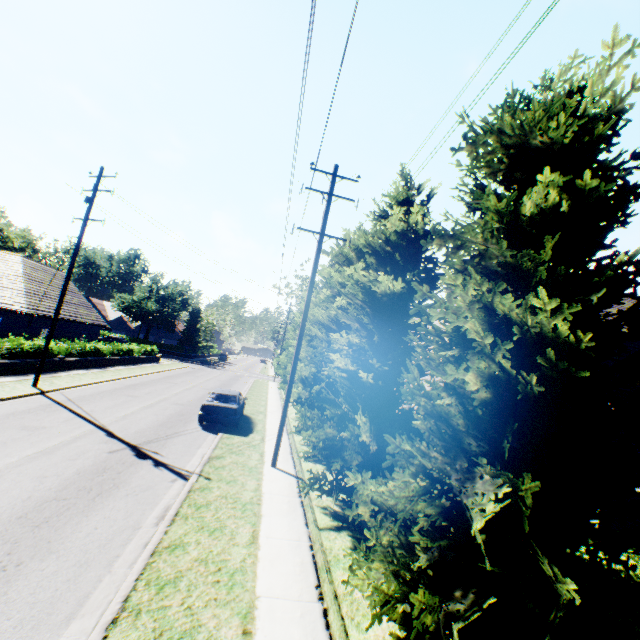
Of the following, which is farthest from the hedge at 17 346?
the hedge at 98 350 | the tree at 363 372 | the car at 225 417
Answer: the car at 225 417

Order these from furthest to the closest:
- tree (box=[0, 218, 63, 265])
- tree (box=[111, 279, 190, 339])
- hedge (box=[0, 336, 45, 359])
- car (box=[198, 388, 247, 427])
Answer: tree (box=[111, 279, 190, 339]), tree (box=[0, 218, 63, 265]), hedge (box=[0, 336, 45, 359]), car (box=[198, 388, 247, 427])

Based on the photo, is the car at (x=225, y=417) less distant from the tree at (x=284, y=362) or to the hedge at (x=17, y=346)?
the tree at (x=284, y=362)

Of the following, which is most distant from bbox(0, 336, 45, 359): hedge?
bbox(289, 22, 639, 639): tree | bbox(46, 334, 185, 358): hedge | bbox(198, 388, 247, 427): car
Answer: bbox(198, 388, 247, 427): car

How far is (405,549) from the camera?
3.9m

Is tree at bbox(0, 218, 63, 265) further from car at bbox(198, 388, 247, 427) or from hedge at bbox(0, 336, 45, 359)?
hedge at bbox(0, 336, 45, 359)

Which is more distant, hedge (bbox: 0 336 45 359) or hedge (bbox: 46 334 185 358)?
hedge (bbox: 46 334 185 358)

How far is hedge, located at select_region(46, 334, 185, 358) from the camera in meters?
22.7 m
